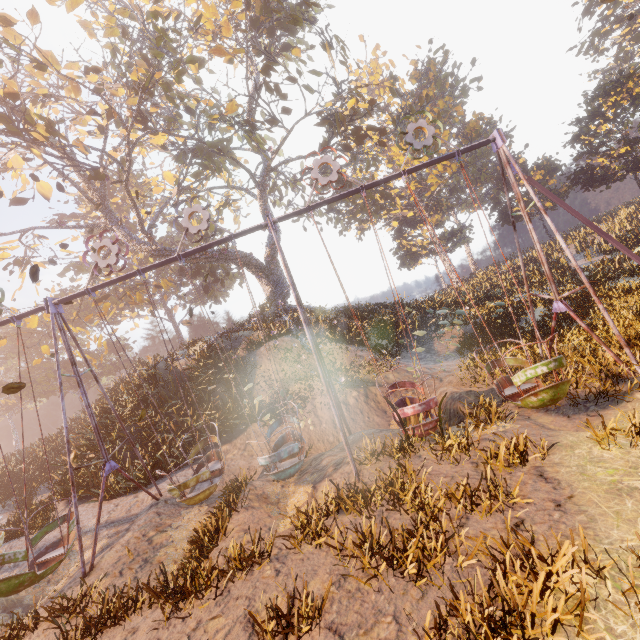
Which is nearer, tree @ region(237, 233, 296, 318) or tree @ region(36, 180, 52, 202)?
tree @ region(36, 180, 52, 202)

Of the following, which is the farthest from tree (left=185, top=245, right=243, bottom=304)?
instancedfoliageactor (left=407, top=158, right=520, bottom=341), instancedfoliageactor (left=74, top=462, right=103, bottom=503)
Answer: instancedfoliageactor (left=74, top=462, right=103, bottom=503)

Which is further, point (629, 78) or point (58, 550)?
point (629, 78)

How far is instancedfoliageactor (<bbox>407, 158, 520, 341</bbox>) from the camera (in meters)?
16.38

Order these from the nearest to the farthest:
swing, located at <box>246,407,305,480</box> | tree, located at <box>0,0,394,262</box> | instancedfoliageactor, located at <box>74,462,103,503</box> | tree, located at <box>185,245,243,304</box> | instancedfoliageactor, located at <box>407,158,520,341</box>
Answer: swing, located at <box>246,407,305,480</box>, instancedfoliageactor, located at <box>74,462,103,503</box>, tree, located at <box>0,0,394,262</box>, instancedfoliageactor, located at <box>407,158,520,341</box>, tree, located at <box>185,245,243,304</box>

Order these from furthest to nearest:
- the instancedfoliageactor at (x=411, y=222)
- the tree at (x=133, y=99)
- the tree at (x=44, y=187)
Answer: the instancedfoliageactor at (x=411, y=222) → the tree at (x=44, y=187) → the tree at (x=133, y=99)

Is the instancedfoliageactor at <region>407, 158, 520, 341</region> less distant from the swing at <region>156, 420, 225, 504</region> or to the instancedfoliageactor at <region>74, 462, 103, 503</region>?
the swing at <region>156, 420, 225, 504</region>

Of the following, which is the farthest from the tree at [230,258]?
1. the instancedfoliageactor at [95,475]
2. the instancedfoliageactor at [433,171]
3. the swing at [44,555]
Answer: the swing at [44,555]
